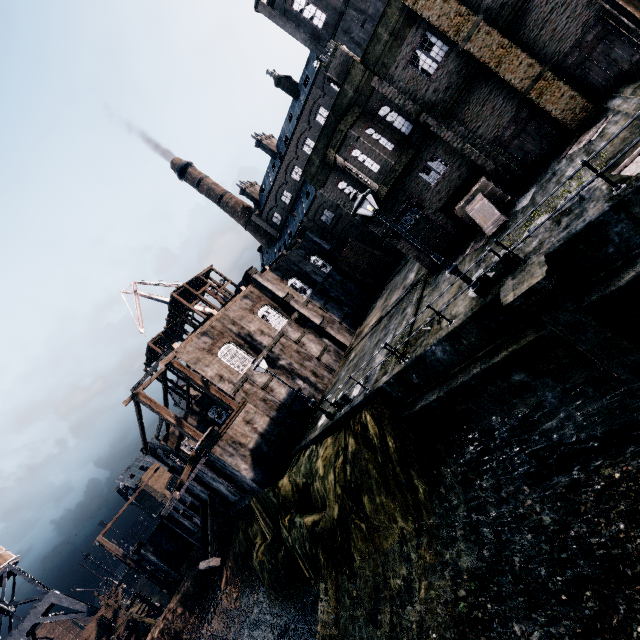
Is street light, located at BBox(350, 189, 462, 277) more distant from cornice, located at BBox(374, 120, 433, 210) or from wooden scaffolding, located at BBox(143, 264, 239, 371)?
wooden scaffolding, located at BBox(143, 264, 239, 371)

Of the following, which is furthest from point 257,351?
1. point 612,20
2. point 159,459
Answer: point 159,459

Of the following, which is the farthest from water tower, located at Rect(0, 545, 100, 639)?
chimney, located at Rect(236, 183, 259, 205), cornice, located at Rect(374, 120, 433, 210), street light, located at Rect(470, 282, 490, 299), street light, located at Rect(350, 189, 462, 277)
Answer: chimney, located at Rect(236, 183, 259, 205)

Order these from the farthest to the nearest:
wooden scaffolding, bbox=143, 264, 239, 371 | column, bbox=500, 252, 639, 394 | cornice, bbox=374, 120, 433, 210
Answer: wooden scaffolding, bbox=143, 264, 239, 371 → cornice, bbox=374, 120, 433, 210 → column, bbox=500, 252, 639, 394

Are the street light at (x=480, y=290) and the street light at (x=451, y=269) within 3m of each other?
yes

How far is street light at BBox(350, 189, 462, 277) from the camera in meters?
11.0

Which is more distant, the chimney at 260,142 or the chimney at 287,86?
the chimney at 260,142

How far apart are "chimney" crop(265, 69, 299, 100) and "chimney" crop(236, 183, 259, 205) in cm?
1680
